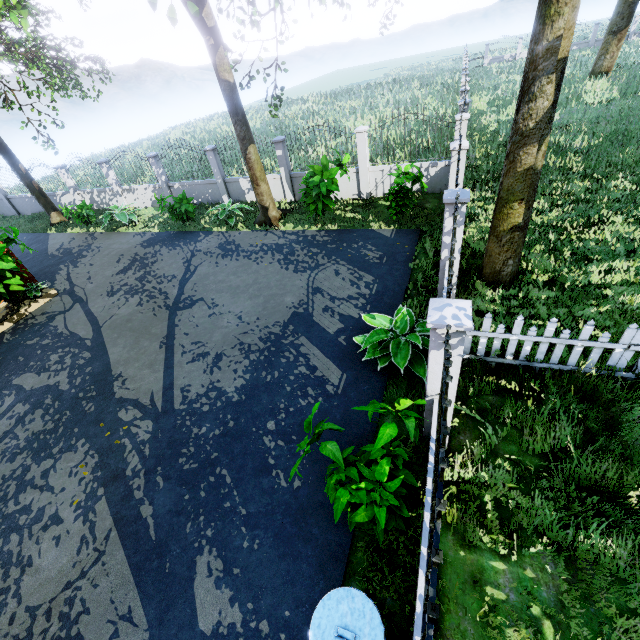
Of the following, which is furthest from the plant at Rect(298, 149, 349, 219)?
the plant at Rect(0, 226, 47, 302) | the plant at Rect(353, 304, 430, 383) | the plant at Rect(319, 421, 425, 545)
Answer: the plant at Rect(0, 226, 47, 302)

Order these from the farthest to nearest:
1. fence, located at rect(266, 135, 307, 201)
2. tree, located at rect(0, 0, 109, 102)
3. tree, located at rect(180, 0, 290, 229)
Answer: fence, located at rect(266, 135, 307, 201) < tree, located at rect(180, 0, 290, 229) < tree, located at rect(0, 0, 109, 102)

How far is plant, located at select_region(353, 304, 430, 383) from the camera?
5.6 meters

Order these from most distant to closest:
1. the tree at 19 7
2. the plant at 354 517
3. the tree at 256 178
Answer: the tree at 256 178
the tree at 19 7
the plant at 354 517

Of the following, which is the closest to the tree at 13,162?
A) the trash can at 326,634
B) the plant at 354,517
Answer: the plant at 354,517

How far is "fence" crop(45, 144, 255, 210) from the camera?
14.31m

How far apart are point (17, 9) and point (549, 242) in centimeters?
3069cm

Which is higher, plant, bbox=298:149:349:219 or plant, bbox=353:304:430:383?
plant, bbox=298:149:349:219
